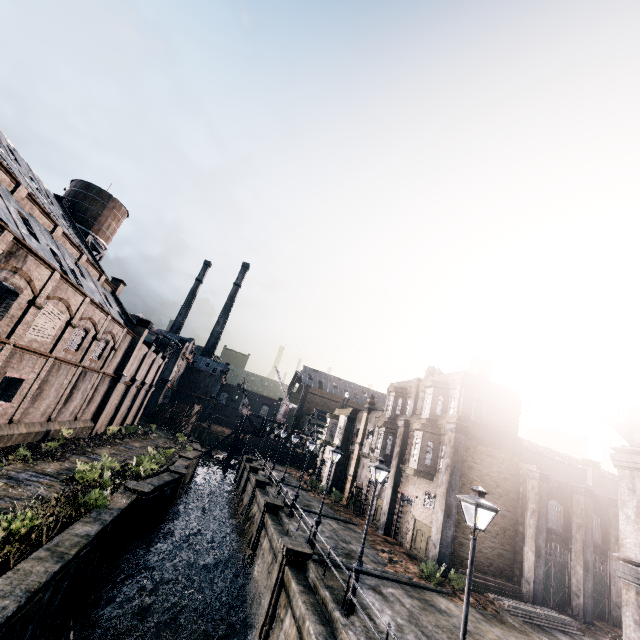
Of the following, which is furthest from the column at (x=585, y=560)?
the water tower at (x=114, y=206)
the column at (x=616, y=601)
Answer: the water tower at (x=114, y=206)

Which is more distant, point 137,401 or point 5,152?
point 137,401

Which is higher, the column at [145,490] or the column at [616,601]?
the column at [616,601]

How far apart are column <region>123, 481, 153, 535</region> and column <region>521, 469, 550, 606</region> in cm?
2446

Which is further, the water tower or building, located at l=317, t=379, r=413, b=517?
the water tower

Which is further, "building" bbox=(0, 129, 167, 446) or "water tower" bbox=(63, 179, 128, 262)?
"water tower" bbox=(63, 179, 128, 262)

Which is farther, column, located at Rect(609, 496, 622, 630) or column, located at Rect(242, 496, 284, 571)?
column, located at Rect(242, 496, 284, 571)

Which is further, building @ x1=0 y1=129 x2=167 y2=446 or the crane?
building @ x1=0 y1=129 x2=167 y2=446
